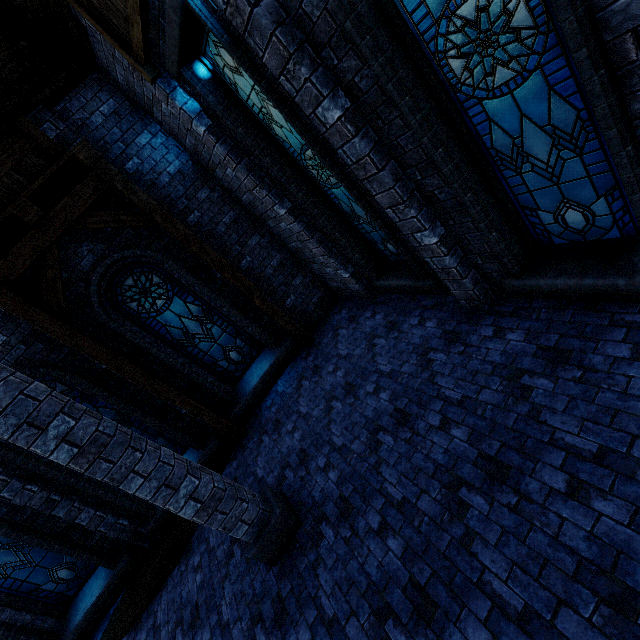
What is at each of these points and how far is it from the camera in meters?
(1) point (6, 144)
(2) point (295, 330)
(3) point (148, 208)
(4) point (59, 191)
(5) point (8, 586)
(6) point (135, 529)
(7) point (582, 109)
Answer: (1) building, 5.7
(2) wooden post, 8.1
(3) walkway, 6.5
(4) building, 6.1
(5) window glass, 6.8
(6) building, 7.3
(7) window glass, 2.6

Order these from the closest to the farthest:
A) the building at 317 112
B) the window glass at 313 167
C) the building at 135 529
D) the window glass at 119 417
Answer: the building at 317 112 < the window glass at 313 167 < the building at 135 529 < the window glass at 119 417

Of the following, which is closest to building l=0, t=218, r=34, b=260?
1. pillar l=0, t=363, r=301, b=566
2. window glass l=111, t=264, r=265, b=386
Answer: pillar l=0, t=363, r=301, b=566

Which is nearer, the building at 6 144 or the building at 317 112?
the building at 317 112

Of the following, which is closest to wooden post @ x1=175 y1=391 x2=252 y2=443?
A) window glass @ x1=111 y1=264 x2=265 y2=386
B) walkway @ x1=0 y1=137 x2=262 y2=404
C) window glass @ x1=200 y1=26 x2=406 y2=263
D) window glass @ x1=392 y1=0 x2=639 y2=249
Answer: walkway @ x1=0 y1=137 x2=262 y2=404

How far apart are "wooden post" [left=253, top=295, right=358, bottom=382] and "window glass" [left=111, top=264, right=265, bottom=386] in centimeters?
73cm

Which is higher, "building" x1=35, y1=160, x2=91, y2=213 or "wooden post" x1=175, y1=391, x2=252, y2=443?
"building" x1=35, y1=160, x2=91, y2=213

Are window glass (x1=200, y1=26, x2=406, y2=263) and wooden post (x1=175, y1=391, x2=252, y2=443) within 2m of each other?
no
